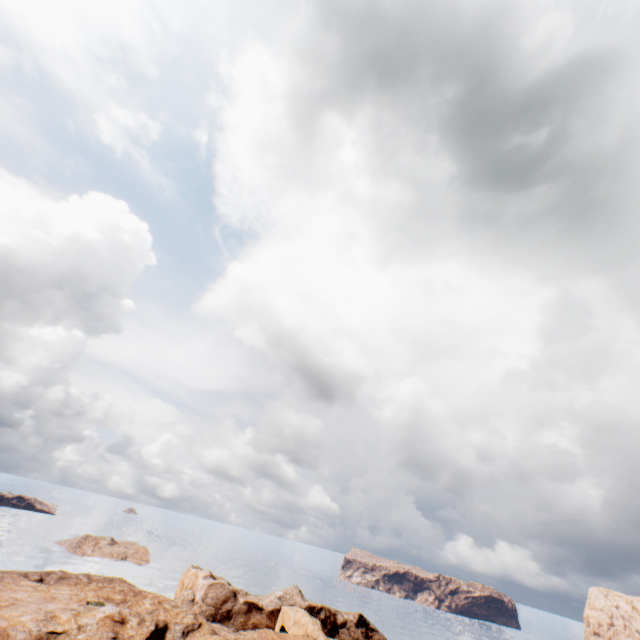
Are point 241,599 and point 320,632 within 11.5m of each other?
no
